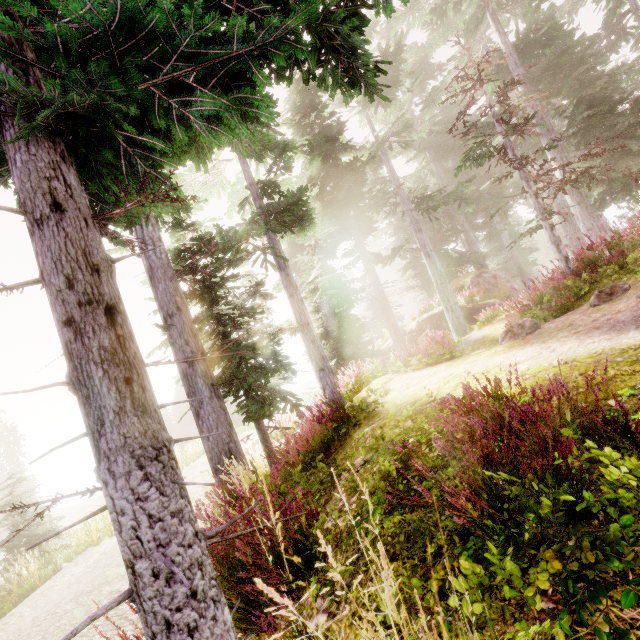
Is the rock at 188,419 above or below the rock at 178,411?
below

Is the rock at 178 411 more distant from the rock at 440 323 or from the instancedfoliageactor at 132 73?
the rock at 440 323

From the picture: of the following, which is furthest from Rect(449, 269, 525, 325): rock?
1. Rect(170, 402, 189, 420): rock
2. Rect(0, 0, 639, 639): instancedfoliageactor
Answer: Rect(170, 402, 189, 420): rock

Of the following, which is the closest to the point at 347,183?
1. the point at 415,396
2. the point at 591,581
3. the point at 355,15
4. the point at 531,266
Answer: the point at 415,396

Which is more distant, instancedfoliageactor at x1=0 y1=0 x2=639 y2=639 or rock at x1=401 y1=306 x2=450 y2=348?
rock at x1=401 y1=306 x2=450 y2=348

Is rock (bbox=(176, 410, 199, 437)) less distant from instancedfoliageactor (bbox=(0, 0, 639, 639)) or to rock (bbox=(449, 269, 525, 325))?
instancedfoliageactor (bbox=(0, 0, 639, 639))

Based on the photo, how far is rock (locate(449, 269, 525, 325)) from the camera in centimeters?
1916cm

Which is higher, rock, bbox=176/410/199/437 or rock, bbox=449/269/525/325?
rock, bbox=449/269/525/325
